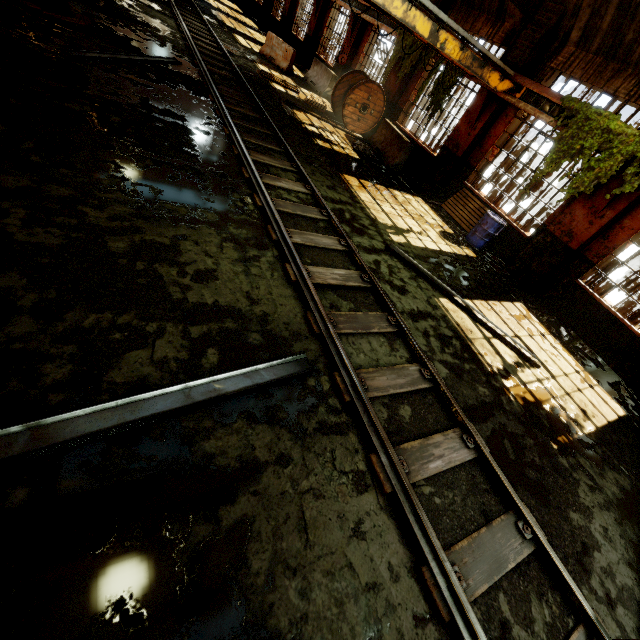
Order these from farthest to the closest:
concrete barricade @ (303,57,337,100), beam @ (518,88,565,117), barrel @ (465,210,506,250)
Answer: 1. concrete barricade @ (303,57,337,100)
2. barrel @ (465,210,506,250)
3. beam @ (518,88,565,117)

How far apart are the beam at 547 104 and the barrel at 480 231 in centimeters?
260cm

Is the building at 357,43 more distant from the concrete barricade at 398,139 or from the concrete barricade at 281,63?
the concrete barricade at 281,63

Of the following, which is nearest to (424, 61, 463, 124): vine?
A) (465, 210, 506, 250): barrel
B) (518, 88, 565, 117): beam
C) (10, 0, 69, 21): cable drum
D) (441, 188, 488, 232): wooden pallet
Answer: (518, 88, 565, 117): beam

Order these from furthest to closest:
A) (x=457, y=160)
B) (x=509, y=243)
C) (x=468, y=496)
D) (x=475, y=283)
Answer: (x=457, y=160), (x=509, y=243), (x=475, y=283), (x=468, y=496)

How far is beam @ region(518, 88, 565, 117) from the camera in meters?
8.4 m

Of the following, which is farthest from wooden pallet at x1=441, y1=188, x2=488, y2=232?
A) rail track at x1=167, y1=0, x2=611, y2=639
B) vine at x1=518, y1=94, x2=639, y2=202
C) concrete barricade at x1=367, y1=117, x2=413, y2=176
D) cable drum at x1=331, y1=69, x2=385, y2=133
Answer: rail track at x1=167, y1=0, x2=611, y2=639

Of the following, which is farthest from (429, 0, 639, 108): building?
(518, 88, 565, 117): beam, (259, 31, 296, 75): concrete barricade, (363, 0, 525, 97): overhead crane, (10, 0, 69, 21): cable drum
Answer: (10, 0, 69, 21): cable drum
